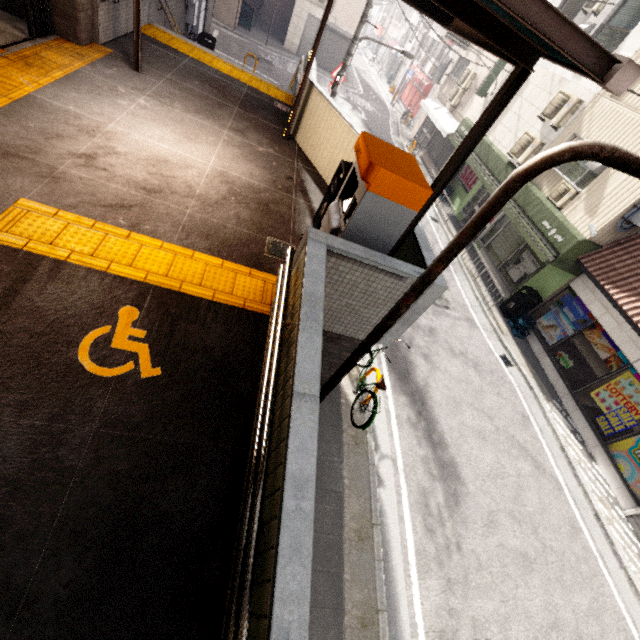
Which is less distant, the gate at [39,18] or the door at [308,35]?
the gate at [39,18]

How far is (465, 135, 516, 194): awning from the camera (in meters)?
12.19

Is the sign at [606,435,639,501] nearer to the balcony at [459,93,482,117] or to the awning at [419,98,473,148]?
the balcony at [459,93,482,117]

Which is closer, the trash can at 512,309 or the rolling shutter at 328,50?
the trash can at 512,309

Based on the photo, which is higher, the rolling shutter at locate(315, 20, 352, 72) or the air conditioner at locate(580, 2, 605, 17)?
the air conditioner at locate(580, 2, 605, 17)

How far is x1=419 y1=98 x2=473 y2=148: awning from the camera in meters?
15.3 m

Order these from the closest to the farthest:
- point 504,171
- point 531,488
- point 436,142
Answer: point 531,488, point 504,171, point 436,142

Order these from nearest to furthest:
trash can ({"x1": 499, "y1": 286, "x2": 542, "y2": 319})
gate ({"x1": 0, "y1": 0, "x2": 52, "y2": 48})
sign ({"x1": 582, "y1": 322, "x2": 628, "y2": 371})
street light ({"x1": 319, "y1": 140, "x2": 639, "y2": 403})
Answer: street light ({"x1": 319, "y1": 140, "x2": 639, "y2": 403})
gate ({"x1": 0, "y1": 0, "x2": 52, "y2": 48})
sign ({"x1": 582, "y1": 322, "x2": 628, "y2": 371})
trash can ({"x1": 499, "y1": 286, "x2": 542, "y2": 319})
